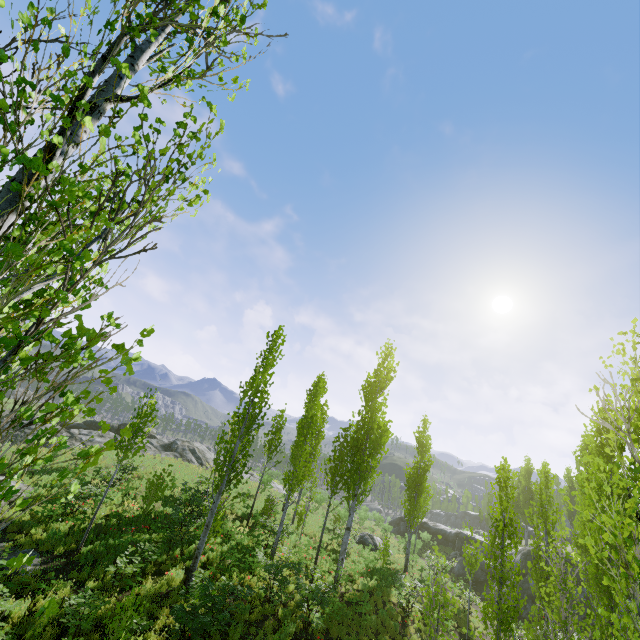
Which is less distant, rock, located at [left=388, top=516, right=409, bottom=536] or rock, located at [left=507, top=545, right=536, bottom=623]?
rock, located at [left=507, top=545, right=536, bottom=623]

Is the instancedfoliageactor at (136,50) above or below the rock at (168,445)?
above

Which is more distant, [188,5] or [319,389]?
[319,389]

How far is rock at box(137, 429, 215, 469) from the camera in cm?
3158

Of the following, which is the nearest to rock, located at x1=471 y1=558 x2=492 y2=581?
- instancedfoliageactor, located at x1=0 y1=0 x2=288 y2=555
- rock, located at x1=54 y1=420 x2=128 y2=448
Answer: instancedfoliageactor, located at x1=0 y1=0 x2=288 y2=555

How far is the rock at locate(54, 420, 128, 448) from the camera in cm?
2904

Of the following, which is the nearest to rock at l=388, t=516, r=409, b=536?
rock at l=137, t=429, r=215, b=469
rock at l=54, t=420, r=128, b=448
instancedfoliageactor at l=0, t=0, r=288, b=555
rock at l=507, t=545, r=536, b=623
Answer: rock at l=507, t=545, r=536, b=623

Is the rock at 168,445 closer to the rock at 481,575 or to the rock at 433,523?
the rock at 481,575
